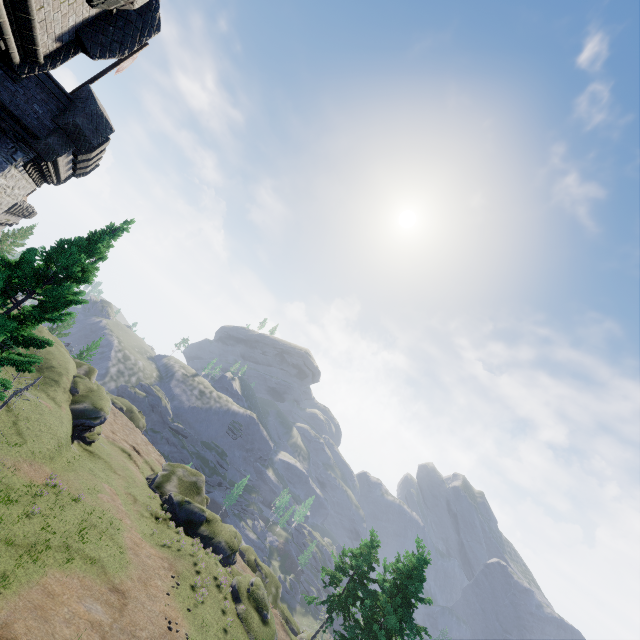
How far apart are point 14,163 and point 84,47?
10.62m

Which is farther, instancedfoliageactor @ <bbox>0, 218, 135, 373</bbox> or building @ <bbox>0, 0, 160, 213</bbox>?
instancedfoliageactor @ <bbox>0, 218, 135, 373</bbox>

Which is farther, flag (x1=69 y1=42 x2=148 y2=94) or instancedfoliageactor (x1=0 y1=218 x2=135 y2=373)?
flag (x1=69 y1=42 x2=148 y2=94)

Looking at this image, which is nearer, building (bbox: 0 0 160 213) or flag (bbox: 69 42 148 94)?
building (bbox: 0 0 160 213)

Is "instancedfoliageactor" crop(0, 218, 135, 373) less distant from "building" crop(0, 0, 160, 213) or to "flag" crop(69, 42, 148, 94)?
"building" crop(0, 0, 160, 213)

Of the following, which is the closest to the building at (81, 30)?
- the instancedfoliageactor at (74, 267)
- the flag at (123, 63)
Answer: the flag at (123, 63)

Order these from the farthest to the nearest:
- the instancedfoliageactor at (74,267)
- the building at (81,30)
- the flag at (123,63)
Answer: the flag at (123,63), the instancedfoliageactor at (74,267), the building at (81,30)

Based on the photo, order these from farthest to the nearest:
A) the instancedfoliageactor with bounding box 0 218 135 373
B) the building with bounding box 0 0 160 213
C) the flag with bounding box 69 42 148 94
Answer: the flag with bounding box 69 42 148 94, the instancedfoliageactor with bounding box 0 218 135 373, the building with bounding box 0 0 160 213
